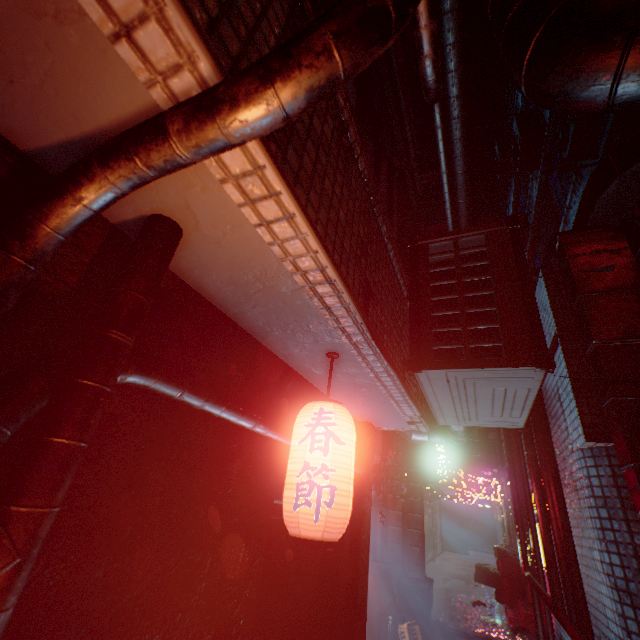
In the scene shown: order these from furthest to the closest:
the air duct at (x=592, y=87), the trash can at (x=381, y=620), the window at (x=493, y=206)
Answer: the window at (x=493, y=206) → the trash can at (x=381, y=620) → the air duct at (x=592, y=87)

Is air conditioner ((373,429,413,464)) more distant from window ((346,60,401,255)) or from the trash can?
window ((346,60,401,255))

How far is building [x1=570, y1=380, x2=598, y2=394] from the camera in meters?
2.5

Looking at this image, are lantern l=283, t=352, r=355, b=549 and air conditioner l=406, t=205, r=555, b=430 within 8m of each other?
yes

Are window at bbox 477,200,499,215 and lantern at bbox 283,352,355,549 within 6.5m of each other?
no

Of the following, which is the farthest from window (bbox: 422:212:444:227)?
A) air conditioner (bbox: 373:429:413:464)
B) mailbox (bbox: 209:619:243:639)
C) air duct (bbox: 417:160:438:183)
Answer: mailbox (bbox: 209:619:243:639)

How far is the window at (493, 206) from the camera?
28.9m

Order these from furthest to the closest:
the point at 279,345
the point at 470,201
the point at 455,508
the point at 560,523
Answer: the point at 455,508 < the point at 470,201 < the point at 560,523 < the point at 279,345
